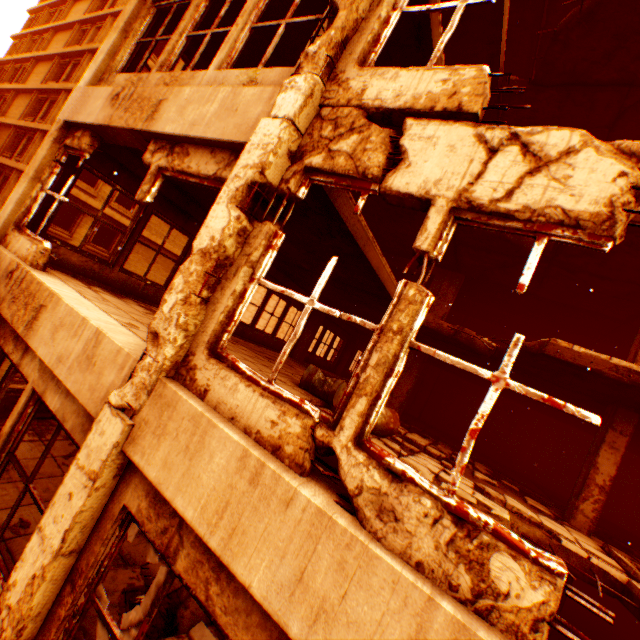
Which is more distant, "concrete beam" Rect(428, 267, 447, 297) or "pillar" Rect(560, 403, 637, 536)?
"concrete beam" Rect(428, 267, 447, 297)

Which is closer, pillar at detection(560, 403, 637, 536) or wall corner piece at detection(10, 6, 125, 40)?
pillar at detection(560, 403, 637, 536)

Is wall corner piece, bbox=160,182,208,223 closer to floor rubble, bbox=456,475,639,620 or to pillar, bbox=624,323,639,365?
floor rubble, bbox=456,475,639,620

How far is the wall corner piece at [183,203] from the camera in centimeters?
705cm

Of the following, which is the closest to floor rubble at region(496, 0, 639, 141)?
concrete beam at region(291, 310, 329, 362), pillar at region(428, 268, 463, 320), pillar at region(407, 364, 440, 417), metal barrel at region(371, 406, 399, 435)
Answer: pillar at region(428, 268, 463, 320)

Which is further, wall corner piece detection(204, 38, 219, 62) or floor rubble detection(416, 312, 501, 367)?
floor rubble detection(416, 312, 501, 367)

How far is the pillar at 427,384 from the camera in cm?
1576

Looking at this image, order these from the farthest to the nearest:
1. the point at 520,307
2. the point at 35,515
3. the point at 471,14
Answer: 1. the point at 520,307
2. the point at 471,14
3. the point at 35,515
